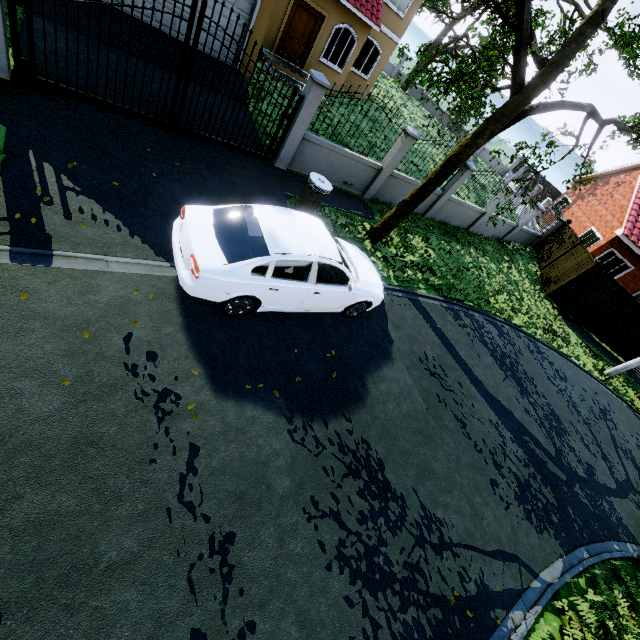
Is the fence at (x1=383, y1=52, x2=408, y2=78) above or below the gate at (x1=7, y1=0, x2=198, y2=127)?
above

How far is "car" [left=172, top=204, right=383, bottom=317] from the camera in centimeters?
482cm

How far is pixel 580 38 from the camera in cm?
652

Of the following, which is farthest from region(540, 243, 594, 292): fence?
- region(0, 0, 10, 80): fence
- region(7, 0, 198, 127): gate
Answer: region(0, 0, 10, 80): fence

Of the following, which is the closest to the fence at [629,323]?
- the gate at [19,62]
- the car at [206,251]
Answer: the gate at [19,62]

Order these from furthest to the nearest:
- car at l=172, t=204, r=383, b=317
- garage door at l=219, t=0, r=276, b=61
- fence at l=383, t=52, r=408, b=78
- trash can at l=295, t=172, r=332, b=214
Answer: fence at l=383, t=52, r=408, b=78 < garage door at l=219, t=0, r=276, b=61 < trash can at l=295, t=172, r=332, b=214 < car at l=172, t=204, r=383, b=317

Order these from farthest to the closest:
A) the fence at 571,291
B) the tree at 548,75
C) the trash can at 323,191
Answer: the fence at 571,291, the trash can at 323,191, the tree at 548,75

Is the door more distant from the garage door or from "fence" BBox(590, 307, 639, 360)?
"fence" BBox(590, 307, 639, 360)
